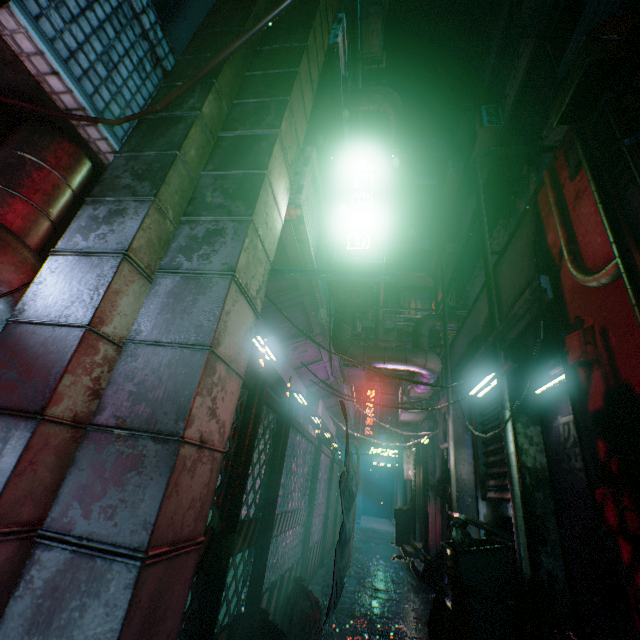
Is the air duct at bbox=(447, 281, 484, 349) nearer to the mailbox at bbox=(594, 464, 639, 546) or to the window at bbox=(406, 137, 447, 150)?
the mailbox at bbox=(594, 464, 639, 546)

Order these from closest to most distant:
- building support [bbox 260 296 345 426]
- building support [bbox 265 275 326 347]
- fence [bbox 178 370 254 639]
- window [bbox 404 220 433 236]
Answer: fence [bbox 178 370 254 639]
building support [bbox 265 275 326 347]
building support [bbox 260 296 345 426]
window [bbox 404 220 433 236]

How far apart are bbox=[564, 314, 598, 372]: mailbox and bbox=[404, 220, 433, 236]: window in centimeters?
2081cm

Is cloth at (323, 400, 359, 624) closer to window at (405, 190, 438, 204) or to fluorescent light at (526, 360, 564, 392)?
fluorescent light at (526, 360, 564, 392)

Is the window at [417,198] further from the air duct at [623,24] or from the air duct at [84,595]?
the air duct at [623,24]

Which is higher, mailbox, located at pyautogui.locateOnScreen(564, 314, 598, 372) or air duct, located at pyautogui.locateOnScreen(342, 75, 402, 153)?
air duct, located at pyautogui.locateOnScreen(342, 75, 402, 153)

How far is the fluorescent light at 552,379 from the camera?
2.5 meters

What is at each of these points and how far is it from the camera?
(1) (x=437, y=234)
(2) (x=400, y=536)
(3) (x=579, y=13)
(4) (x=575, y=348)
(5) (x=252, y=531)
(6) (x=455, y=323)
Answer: (1) air conditioner, 15.8 meters
(2) trash bin, 9.1 meters
(3) air conditioner, 4.1 meters
(4) mailbox, 2.1 meters
(5) fence, 2.2 meters
(6) air duct, 6.3 meters
